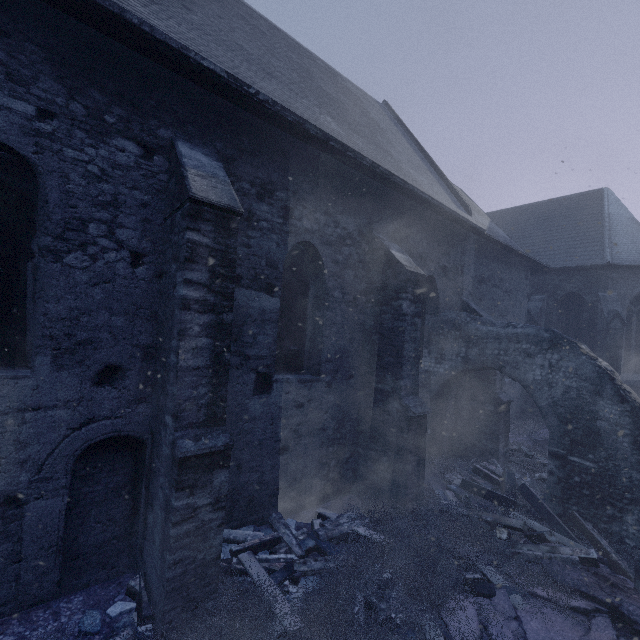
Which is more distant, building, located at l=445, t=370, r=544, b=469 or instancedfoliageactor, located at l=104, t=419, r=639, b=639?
building, located at l=445, t=370, r=544, b=469

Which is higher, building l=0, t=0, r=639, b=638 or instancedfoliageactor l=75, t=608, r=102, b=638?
building l=0, t=0, r=639, b=638

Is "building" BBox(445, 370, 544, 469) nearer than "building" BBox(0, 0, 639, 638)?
No

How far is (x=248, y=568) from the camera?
4.5m

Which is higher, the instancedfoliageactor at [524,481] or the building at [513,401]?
the building at [513,401]

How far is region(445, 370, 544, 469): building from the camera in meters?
9.0 m
